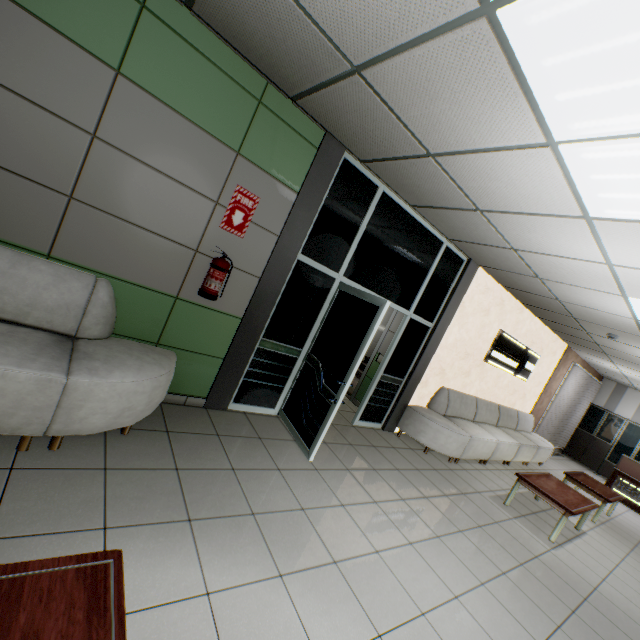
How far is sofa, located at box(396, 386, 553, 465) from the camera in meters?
5.4 m

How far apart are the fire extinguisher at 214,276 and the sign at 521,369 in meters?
5.7

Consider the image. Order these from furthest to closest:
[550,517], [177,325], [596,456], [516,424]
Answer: [596,456] < [516,424] < [550,517] < [177,325]

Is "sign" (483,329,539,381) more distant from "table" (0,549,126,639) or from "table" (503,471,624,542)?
"table" (0,549,126,639)

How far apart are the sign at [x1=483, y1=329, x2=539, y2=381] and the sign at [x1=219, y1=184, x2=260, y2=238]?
5.7 meters

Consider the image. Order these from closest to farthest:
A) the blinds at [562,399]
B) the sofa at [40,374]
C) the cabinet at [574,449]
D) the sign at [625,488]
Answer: the sofa at [40,374], the sign at [625,488], the blinds at [562,399], the cabinet at [574,449]

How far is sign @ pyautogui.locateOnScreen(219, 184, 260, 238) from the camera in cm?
312

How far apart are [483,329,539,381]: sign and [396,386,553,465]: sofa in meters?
0.8 m
